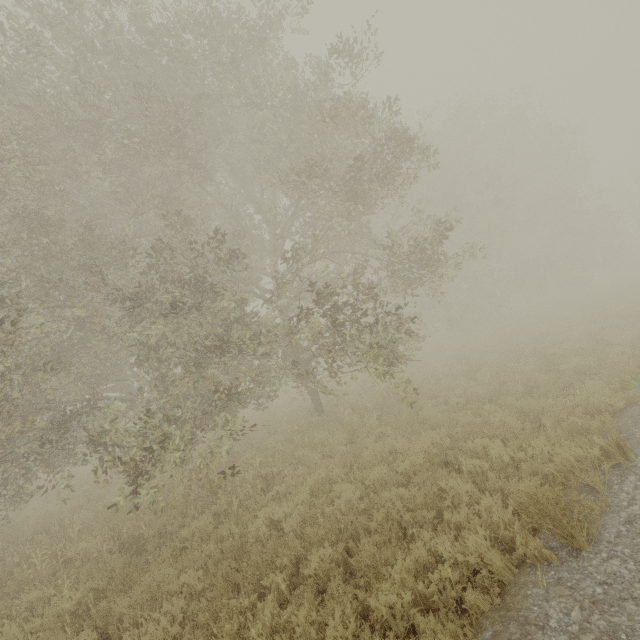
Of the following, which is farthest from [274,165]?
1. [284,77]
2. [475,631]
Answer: [475,631]

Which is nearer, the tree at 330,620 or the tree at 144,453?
the tree at 330,620

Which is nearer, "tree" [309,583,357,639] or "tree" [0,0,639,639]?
"tree" [309,583,357,639]
